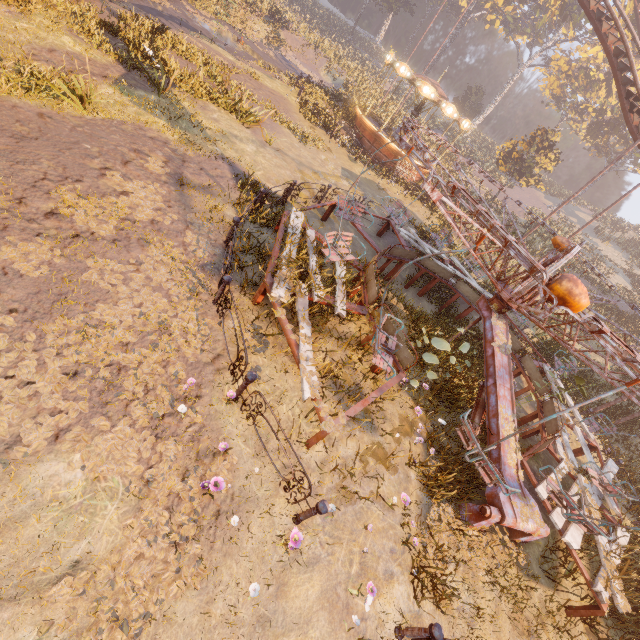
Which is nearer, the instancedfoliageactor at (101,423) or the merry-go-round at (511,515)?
the instancedfoliageactor at (101,423)

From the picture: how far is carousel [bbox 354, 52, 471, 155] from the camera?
20.19m

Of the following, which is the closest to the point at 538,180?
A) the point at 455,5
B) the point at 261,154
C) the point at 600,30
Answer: the point at 600,30

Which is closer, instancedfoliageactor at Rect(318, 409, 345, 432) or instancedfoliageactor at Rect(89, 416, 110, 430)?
instancedfoliageactor at Rect(89, 416, 110, 430)

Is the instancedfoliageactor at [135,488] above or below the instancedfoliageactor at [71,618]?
above

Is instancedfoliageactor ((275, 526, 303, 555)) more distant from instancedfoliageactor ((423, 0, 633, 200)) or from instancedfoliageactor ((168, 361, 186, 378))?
instancedfoliageactor ((423, 0, 633, 200))

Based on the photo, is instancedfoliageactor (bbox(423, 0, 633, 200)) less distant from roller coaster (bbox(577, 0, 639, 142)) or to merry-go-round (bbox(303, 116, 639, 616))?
roller coaster (bbox(577, 0, 639, 142))

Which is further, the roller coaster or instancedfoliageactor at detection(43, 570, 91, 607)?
the roller coaster
